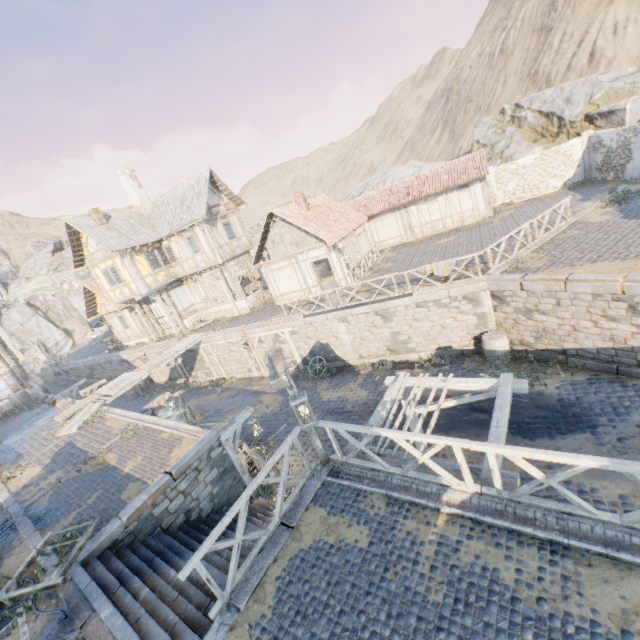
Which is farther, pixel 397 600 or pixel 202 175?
pixel 202 175

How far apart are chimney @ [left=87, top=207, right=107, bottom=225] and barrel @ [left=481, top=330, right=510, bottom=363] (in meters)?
23.58

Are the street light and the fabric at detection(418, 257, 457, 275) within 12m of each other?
yes

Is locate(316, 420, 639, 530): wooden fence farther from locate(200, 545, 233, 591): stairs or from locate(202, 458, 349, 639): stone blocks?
locate(200, 545, 233, 591): stairs

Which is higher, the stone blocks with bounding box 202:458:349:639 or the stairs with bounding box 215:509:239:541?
the stone blocks with bounding box 202:458:349:639

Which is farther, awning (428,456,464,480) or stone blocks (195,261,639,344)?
stone blocks (195,261,639,344)

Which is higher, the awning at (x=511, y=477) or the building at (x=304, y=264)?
the building at (x=304, y=264)

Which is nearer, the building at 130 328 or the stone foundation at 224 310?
the stone foundation at 224 310
